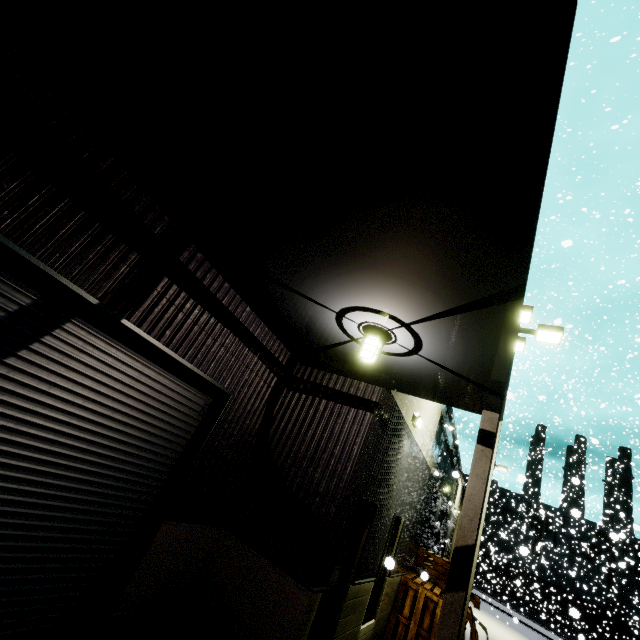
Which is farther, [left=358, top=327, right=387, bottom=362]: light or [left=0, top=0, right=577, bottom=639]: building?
[left=358, top=327, right=387, bottom=362]: light

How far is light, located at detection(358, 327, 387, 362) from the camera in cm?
417

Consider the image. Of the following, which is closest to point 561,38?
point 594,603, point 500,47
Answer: point 500,47

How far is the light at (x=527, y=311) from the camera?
9.37m

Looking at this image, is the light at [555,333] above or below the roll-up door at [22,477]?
above

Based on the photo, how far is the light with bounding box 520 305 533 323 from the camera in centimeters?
937cm

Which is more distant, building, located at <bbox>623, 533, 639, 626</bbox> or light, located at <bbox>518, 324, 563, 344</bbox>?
building, located at <bbox>623, 533, 639, 626</bbox>

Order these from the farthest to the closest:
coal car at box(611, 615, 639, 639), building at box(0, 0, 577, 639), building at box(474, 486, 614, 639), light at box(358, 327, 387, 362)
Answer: building at box(474, 486, 614, 639) → coal car at box(611, 615, 639, 639) → light at box(358, 327, 387, 362) → building at box(0, 0, 577, 639)
